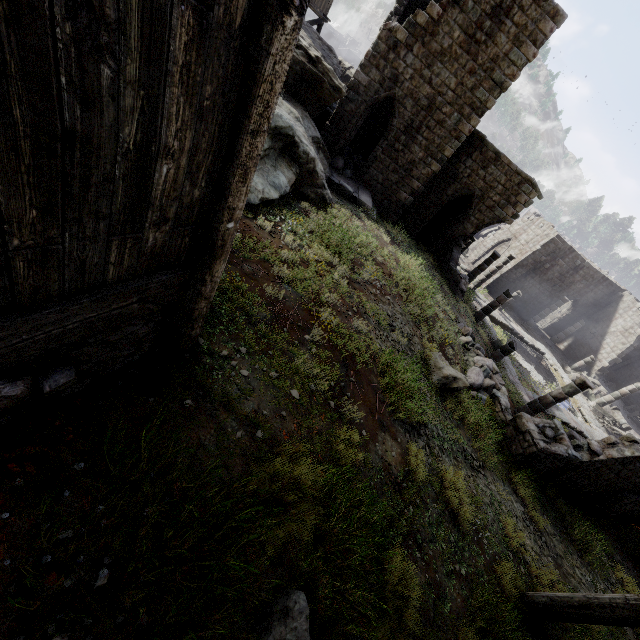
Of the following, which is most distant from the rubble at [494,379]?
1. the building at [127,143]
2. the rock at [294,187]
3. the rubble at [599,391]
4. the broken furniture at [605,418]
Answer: the rubble at [599,391]

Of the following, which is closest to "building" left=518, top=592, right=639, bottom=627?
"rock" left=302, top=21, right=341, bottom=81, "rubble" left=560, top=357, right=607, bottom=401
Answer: "rubble" left=560, top=357, right=607, bottom=401

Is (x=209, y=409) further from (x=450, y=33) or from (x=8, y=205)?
(x=450, y=33)

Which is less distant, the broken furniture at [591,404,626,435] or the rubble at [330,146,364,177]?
the rubble at [330,146,364,177]

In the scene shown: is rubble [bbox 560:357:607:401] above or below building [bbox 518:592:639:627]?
below

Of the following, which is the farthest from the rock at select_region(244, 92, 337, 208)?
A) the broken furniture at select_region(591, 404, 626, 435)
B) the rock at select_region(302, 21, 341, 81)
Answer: the broken furniture at select_region(591, 404, 626, 435)

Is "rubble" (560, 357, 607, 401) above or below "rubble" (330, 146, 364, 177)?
below

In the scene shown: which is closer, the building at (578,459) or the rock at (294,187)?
the rock at (294,187)
